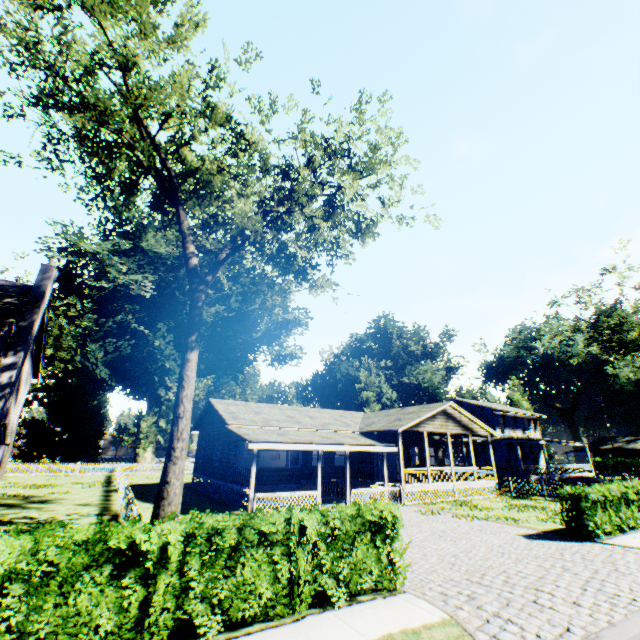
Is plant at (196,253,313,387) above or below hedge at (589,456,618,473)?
above

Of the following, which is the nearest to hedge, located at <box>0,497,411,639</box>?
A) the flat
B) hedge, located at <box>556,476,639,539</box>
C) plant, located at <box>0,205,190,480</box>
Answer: hedge, located at <box>556,476,639,539</box>

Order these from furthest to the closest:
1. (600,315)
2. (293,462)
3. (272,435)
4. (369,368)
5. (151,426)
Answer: (369,368) → (151,426) → (600,315) → (293,462) → (272,435)

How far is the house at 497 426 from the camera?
33.7 meters

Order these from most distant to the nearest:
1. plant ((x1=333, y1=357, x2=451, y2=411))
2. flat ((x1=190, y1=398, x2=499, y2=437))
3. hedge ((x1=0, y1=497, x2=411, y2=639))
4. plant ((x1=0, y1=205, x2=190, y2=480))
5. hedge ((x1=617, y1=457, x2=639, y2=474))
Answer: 1. plant ((x1=333, y1=357, x2=451, y2=411))
2. hedge ((x1=617, y1=457, x2=639, y2=474))
3. plant ((x1=0, y1=205, x2=190, y2=480))
4. flat ((x1=190, y1=398, x2=499, y2=437))
5. hedge ((x1=0, y1=497, x2=411, y2=639))

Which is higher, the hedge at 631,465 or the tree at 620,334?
the tree at 620,334

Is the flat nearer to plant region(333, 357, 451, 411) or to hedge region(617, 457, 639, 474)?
plant region(333, 357, 451, 411)

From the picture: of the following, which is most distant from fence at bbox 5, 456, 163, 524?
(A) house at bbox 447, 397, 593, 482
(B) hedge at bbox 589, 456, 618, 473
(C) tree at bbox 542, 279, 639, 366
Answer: (B) hedge at bbox 589, 456, 618, 473
